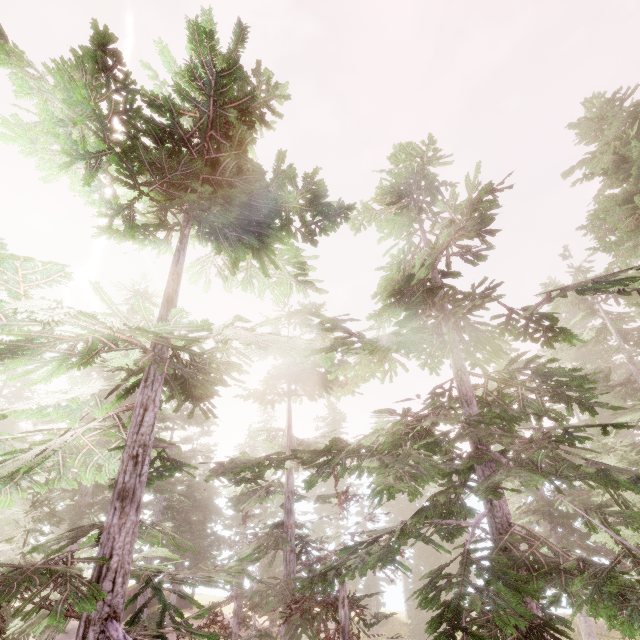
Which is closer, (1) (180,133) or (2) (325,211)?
(1) (180,133)
